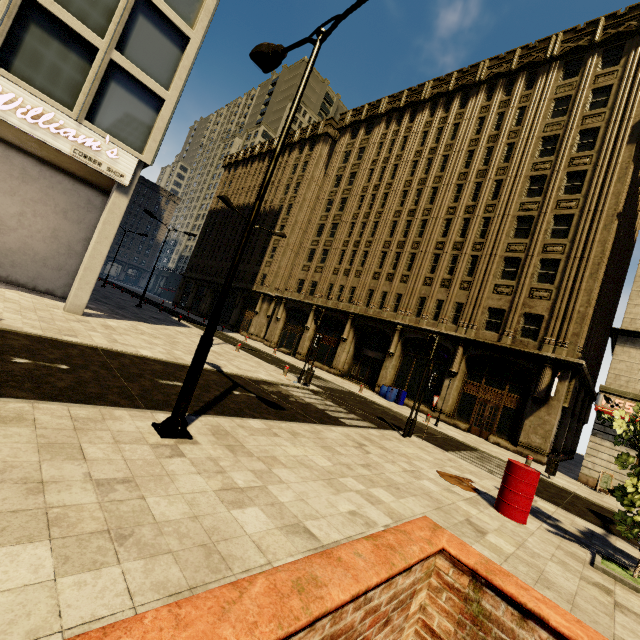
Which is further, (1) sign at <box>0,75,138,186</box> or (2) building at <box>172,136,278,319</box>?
(2) building at <box>172,136,278,319</box>

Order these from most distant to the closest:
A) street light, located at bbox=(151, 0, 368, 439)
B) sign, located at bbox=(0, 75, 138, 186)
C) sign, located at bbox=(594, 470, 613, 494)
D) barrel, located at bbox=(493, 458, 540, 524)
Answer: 1. sign, located at bbox=(594, 470, 613, 494)
2. sign, located at bbox=(0, 75, 138, 186)
3. barrel, located at bbox=(493, 458, 540, 524)
4. street light, located at bbox=(151, 0, 368, 439)

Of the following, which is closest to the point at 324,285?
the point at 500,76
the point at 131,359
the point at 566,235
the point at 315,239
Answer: the point at 315,239

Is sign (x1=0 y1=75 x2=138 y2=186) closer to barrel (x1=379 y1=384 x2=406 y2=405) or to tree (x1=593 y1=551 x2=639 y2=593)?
tree (x1=593 y1=551 x2=639 y2=593)

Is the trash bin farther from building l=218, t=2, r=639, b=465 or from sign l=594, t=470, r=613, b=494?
building l=218, t=2, r=639, b=465

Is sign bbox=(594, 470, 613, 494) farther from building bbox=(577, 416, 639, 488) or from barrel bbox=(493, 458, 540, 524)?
barrel bbox=(493, 458, 540, 524)

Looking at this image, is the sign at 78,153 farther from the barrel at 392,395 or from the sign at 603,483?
the sign at 603,483

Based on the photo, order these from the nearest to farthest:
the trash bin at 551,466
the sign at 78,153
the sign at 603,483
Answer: the sign at 78,153
the trash bin at 551,466
the sign at 603,483
